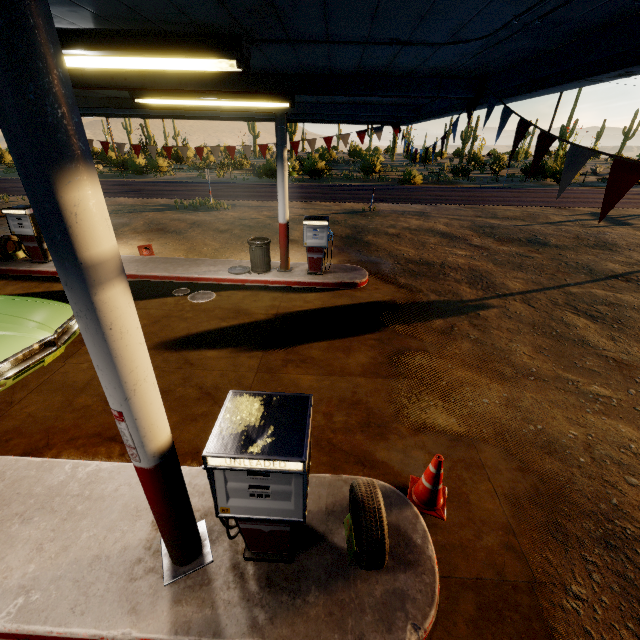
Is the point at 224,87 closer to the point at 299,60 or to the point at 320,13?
the point at 299,60

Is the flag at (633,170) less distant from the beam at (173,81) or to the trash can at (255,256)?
the beam at (173,81)

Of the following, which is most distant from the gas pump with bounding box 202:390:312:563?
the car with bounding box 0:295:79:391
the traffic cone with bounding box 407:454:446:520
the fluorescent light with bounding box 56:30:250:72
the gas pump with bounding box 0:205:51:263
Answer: the gas pump with bounding box 0:205:51:263

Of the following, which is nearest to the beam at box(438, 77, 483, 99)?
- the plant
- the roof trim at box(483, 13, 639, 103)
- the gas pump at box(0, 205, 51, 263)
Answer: the roof trim at box(483, 13, 639, 103)

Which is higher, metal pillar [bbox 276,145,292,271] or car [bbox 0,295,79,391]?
metal pillar [bbox 276,145,292,271]

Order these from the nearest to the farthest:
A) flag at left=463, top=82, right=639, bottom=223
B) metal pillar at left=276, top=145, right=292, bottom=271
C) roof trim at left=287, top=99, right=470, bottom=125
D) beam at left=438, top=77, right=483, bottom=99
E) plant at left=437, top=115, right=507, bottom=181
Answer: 1. flag at left=463, top=82, right=639, bottom=223
2. beam at left=438, top=77, right=483, bottom=99
3. roof trim at left=287, top=99, right=470, bottom=125
4. metal pillar at left=276, top=145, right=292, bottom=271
5. plant at left=437, top=115, right=507, bottom=181

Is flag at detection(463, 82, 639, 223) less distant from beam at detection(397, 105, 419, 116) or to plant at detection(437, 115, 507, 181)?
beam at detection(397, 105, 419, 116)

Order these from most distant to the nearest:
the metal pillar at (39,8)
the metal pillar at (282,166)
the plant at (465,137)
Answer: the plant at (465,137) → the metal pillar at (282,166) → the metal pillar at (39,8)
